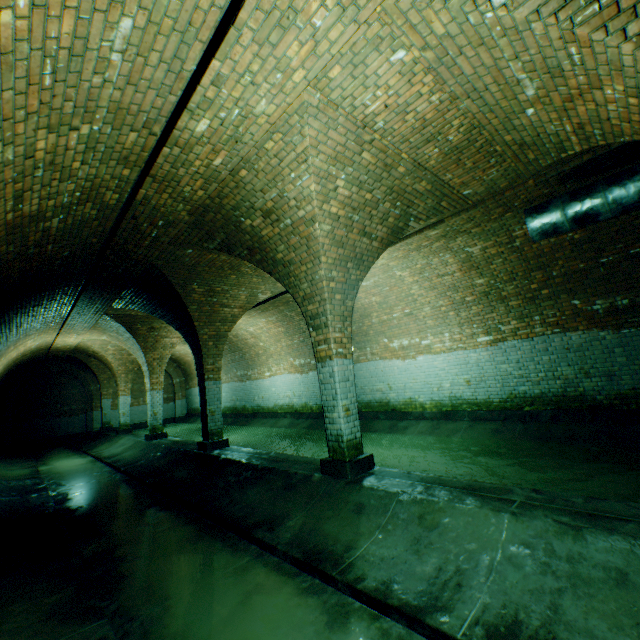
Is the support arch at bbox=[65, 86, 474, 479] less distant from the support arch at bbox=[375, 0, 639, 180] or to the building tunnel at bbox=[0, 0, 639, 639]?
the building tunnel at bbox=[0, 0, 639, 639]

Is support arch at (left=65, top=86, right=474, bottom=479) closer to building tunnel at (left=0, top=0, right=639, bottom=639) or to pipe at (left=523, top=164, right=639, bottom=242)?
building tunnel at (left=0, top=0, right=639, bottom=639)

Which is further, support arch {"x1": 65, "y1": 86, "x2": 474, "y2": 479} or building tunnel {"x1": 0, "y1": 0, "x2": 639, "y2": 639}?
support arch {"x1": 65, "y1": 86, "x2": 474, "y2": 479}

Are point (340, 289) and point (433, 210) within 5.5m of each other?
yes

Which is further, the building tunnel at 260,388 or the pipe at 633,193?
the pipe at 633,193

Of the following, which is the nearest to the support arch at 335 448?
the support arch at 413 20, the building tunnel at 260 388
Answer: the building tunnel at 260 388

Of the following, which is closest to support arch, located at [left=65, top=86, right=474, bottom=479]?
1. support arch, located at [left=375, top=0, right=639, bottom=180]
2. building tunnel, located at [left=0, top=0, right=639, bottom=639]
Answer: building tunnel, located at [left=0, top=0, right=639, bottom=639]

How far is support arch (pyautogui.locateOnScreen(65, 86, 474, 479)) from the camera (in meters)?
4.04
